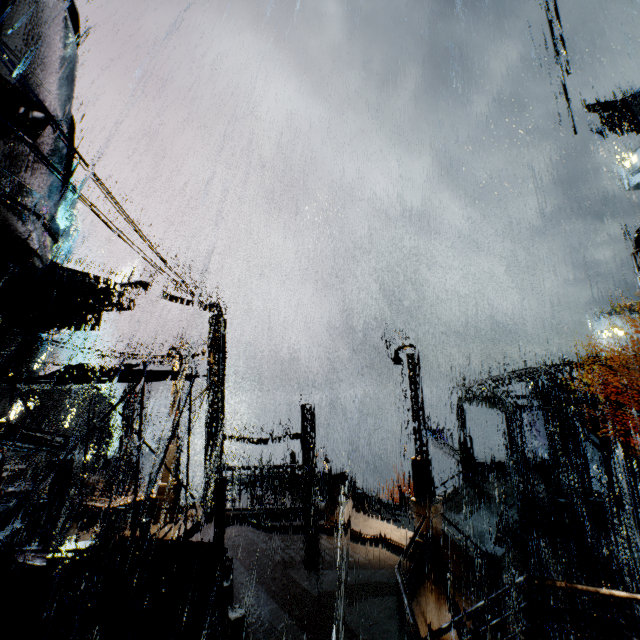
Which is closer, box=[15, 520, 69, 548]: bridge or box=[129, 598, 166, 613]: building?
box=[129, 598, 166, 613]: building

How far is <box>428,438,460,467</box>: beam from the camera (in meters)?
27.64

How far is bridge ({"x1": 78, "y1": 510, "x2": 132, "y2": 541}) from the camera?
13.1 meters

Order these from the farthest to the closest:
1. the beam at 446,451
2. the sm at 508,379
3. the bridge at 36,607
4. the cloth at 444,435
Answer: the cloth at 444,435 → the beam at 446,451 → the sm at 508,379 → the bridge at 36,607

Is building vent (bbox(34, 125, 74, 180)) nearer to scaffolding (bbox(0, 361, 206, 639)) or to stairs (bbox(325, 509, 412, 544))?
scaffolding (bbox(0, 361, 206, 639))

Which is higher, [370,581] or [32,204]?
[32,204]

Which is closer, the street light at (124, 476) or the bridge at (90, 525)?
the bridge at (90, 525)

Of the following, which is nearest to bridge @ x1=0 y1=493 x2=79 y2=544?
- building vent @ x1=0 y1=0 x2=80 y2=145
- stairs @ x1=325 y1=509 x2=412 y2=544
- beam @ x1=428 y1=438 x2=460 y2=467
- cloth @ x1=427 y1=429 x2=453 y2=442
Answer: building vent @ x1=0 y1=0 x2=80 y2=145
